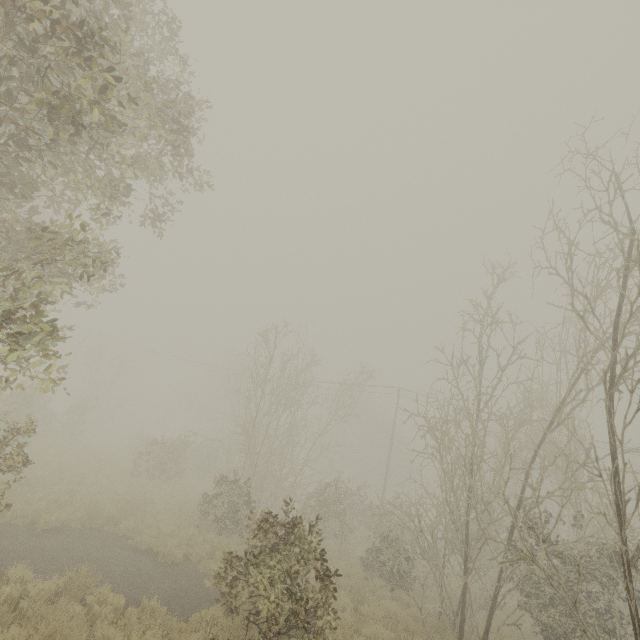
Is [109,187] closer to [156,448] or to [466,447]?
[466,447]
